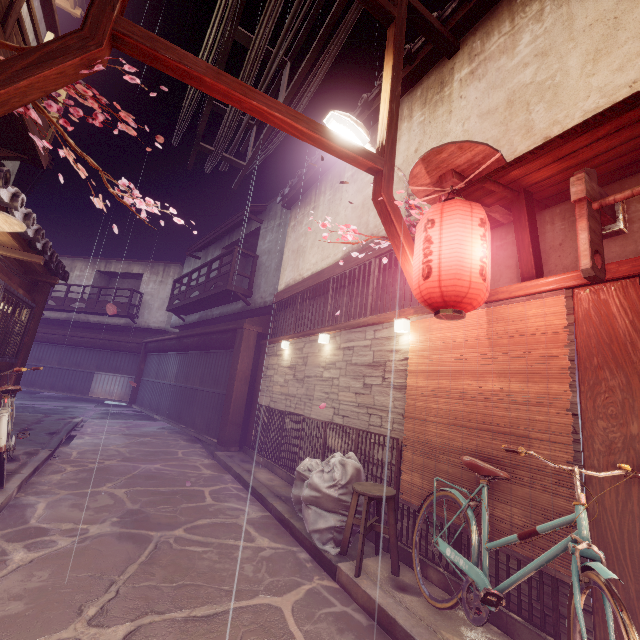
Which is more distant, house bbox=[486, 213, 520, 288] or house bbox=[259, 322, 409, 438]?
house bbox=[259, 322, 409, 438]

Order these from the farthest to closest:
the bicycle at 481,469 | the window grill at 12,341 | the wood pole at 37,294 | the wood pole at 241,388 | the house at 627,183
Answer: the wood pole at 241,388, the wood pole at 37,294, the window grill at 12,341, the house at 627,183, the bicycle at 481,469

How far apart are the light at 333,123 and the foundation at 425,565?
9.4m

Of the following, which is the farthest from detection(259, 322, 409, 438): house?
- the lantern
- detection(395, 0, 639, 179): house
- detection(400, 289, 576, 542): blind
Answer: detection(395, 0, 639, 179): house

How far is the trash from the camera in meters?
6.8 m

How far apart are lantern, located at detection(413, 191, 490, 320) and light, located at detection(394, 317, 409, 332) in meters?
2.1 m

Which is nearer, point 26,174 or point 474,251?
point 474,251

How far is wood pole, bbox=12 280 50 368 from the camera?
11.2m
